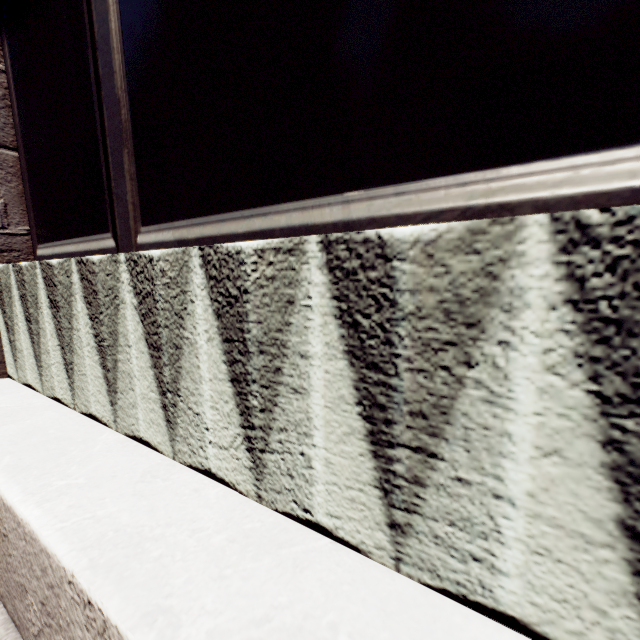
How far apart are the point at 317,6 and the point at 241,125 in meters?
0.5 m
